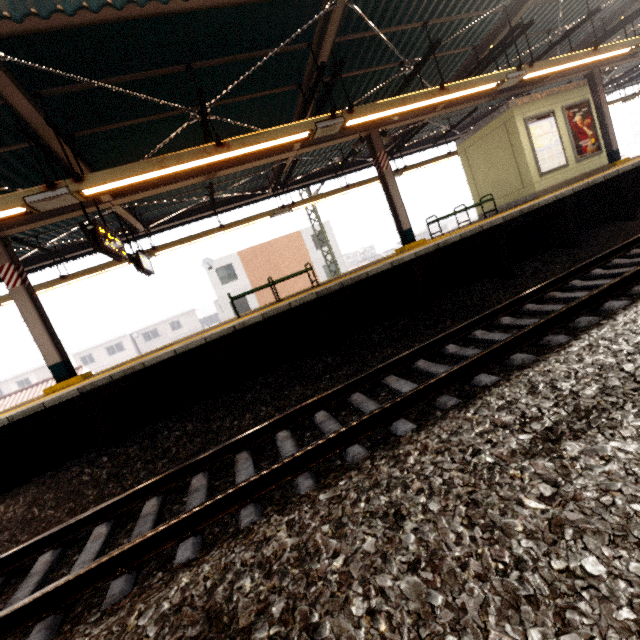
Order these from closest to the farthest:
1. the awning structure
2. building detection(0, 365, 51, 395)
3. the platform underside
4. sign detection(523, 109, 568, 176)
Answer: the awning structure
the platform underside
sign detection(523, 109, 568, 176)
building detection(0, 365, 51, 395)

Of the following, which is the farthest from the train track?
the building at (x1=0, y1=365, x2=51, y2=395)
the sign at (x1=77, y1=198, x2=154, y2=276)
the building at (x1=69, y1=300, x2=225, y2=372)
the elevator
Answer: the building at (x1=69, y1=300, x2=225, y2=372)

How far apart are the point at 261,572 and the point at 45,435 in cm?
564

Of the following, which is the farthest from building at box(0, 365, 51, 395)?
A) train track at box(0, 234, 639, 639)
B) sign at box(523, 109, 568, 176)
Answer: sign at box(523, 109, 568, 176)

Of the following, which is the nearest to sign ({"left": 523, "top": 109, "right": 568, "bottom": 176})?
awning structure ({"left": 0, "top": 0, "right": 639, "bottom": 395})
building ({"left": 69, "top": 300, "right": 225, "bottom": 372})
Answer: awning structure ({"left": 0, "top": 0, "right": 639, "bottom": 395})

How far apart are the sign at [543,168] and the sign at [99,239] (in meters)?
11.62

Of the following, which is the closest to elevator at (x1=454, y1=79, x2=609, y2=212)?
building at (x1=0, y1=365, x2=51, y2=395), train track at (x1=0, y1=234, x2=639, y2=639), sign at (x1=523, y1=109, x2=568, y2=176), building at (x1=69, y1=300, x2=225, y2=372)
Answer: sign at (x1=523, y1=109, x2=568, y2=176)

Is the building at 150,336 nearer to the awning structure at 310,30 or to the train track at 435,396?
the awning structure at 310,30
